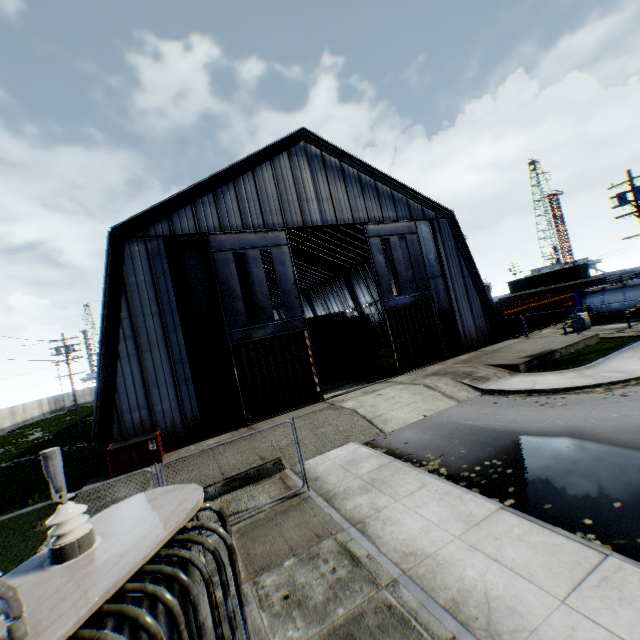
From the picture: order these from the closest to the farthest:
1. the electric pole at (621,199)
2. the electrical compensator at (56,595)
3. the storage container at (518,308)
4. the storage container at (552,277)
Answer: the electrical compensator at (56,595) < the electric pole at (621,199) < the storage container at (518,308) < the storage container at (552,277)

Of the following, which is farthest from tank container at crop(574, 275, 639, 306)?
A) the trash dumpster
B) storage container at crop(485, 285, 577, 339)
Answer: the trash dumpster

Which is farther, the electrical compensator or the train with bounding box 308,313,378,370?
the train with bounding box 308,313,378,370

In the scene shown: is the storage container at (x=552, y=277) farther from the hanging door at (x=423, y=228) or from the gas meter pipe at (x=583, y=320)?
the hanging door at (x=423, y=228)

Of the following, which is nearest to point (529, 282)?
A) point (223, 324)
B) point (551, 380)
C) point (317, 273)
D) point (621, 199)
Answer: point (317, 273)

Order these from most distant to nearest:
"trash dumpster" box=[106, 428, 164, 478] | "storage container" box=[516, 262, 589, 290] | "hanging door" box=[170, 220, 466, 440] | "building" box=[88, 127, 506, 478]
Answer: "storage container" box=[516, 262, 589, 290], "hanging door" box=[170, 220, 466, 440], "building" box=[88, 127, 506, 478], "trash dumpster" box=[106, 428, 164, 478]

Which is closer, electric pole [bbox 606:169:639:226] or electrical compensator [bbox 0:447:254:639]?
electrical compensator [bbox 0:447:254:639]

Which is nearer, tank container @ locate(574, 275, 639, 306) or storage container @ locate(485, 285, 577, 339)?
tank container @ locate(574, 275, 639, 306)
